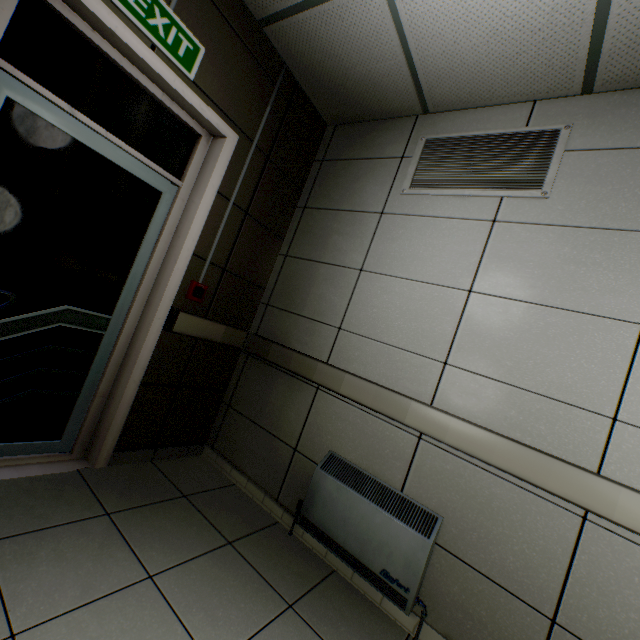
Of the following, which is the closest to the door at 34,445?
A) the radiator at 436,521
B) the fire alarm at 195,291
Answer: the fire alarm at 195,291

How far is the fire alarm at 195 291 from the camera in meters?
2.4

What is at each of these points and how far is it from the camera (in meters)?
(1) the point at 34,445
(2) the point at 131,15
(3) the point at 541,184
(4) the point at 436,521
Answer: (1) door, 2.00
(2) exit sign, 1.71
(3) ventilation grill, 1.96
(4) radiator, 1.78

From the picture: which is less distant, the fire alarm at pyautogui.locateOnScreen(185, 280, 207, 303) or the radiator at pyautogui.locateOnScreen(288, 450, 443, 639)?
the radiator at pyautogui.locateOnScreen(288, 450, 443, 639)

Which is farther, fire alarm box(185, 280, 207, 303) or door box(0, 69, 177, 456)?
fire alarm box(185, 280, 207, 303)

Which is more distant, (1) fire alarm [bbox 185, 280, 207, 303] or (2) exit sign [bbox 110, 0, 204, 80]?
(1) fire alarm [bbox 185, 280, 207, 303]

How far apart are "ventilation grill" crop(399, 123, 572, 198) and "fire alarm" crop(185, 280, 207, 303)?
1.7 meters

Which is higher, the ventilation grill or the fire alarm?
the ventilation grill
